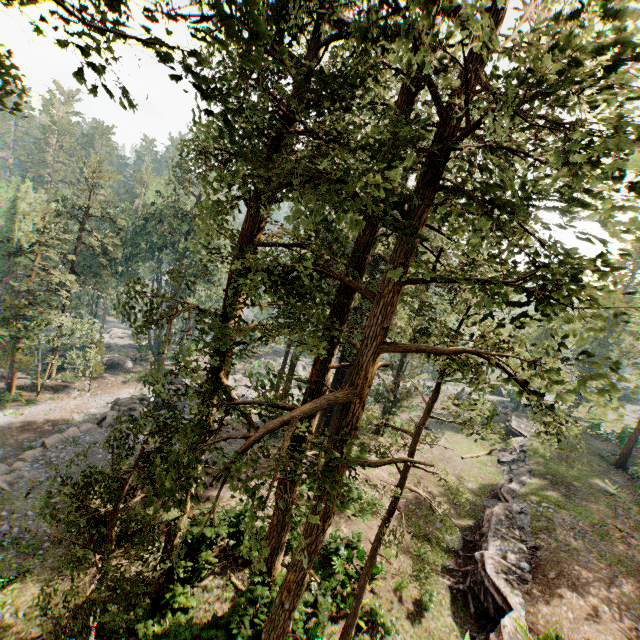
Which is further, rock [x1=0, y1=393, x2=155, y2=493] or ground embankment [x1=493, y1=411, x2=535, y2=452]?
ground embankment [x1=493, y1=411, x2=535, y2=452]

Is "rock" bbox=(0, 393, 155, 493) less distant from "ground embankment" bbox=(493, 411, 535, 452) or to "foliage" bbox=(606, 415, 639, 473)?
"foliage" bbox=(606, 415, 639, 473)

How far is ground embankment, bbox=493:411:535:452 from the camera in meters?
33.8

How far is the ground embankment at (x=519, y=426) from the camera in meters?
33.8

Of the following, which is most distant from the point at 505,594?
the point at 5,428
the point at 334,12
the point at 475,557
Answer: the point at 5,428

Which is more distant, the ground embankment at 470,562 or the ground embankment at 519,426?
the ground embankment at 519,426

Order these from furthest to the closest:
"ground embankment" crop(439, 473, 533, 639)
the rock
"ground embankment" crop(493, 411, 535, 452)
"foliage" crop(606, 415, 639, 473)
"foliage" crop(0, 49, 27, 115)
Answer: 1. "ground embankment" crop(493, 411, 535, 452)
2. "foliage" crop(606, 415, 639, 473)
3. the rock
4. "ground embankment" crop(439, 473, 533, 639)
5. "foliage" crop(0, 49, 27, 115)
